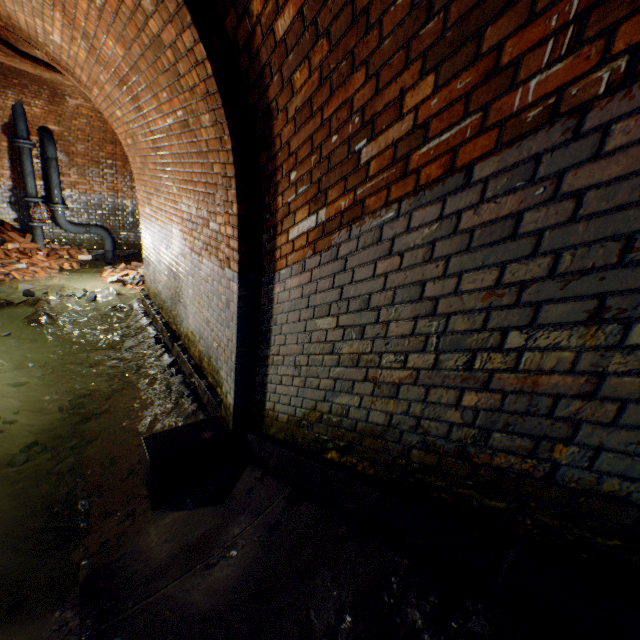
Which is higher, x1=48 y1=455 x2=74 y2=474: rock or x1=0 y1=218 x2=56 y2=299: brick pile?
x1=0 y1=218 x2=56 y2=299: brick pile

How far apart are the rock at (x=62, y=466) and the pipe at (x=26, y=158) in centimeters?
740cm

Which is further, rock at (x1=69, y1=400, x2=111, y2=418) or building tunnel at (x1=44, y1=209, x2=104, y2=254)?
building tunnel at (x1=44, y1=209, x2=104, y2=254)

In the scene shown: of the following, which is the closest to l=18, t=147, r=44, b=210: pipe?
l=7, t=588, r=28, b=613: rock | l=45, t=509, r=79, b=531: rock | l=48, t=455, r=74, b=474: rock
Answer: l=48, t=455, r=74, b=474: rock

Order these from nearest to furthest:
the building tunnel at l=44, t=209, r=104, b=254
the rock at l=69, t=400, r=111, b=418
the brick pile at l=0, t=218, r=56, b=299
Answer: the rock at l=69, t=400, r=111, b=418 → the brick pile at l=0, t=218, r=56, b=299 → the building tunnel at l=44, t=209, r=104, b=254

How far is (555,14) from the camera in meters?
1.0

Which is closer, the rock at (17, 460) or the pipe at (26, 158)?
the rock at (17, 460)

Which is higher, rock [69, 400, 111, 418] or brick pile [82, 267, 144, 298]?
brick pile [82, 267, 144, 298]
